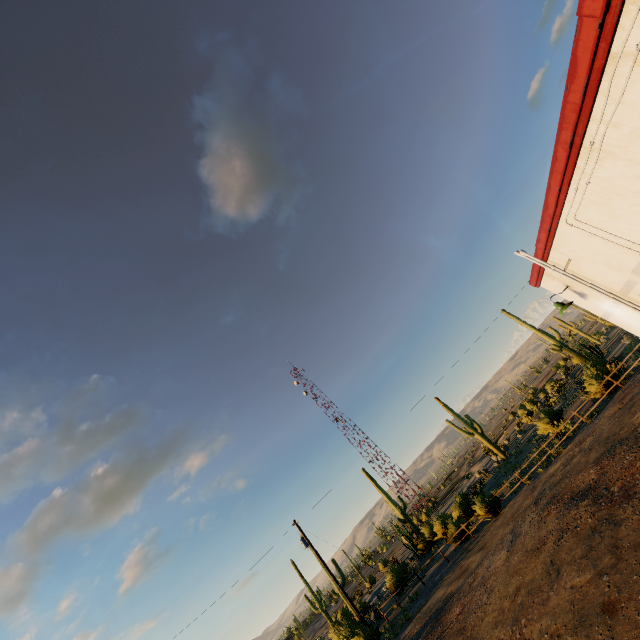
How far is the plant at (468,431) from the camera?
29.14m

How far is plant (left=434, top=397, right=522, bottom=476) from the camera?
29.1 meters

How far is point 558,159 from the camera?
4.05m

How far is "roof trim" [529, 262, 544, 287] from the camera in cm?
767

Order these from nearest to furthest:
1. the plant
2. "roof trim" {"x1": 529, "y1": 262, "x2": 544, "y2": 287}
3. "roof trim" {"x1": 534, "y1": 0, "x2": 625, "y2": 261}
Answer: "roof trim" {"x1": 534, "y1": 0, "x2": 625, "y2": 261} → "roof trim" {"x1": 529, "y1": 262, "x2": 544, "y2": 287} → the plant

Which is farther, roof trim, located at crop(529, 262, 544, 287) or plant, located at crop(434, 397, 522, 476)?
plant, located at crop(434, 397, 522, 476)

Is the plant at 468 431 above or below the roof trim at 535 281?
below

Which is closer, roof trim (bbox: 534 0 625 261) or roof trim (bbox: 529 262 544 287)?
roof trim (bbox: 534 0 625 261)
